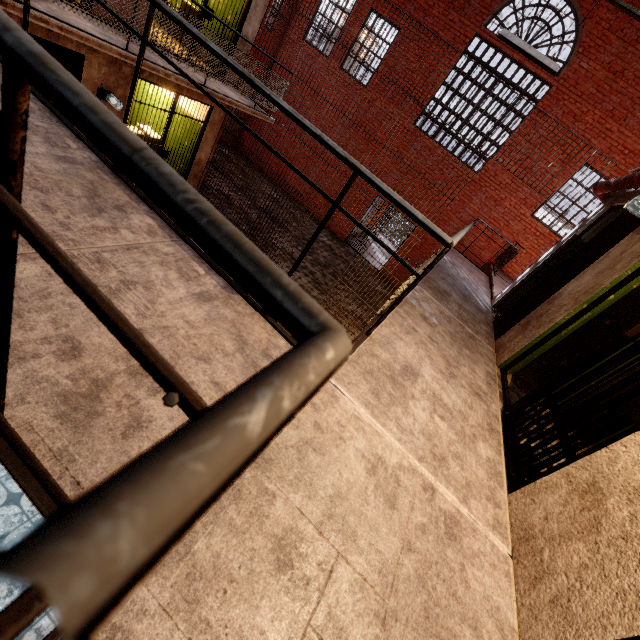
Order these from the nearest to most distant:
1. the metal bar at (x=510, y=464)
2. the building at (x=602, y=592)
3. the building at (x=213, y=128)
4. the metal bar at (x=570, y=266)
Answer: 1. the building at (x=602, y=592)
2. the metal bar at (x=510, y=464)
3. the metal bar at (x=570, y=266)
4. the building at (x=213, y=128)

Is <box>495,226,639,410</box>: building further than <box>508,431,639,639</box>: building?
Yes

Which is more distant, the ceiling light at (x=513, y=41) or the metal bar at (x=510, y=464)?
the ceiling light at (x=513, y=41)

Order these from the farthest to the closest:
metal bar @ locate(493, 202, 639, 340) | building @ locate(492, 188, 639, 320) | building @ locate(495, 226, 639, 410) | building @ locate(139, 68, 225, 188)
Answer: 1. building @ locate(139, 68, 225, 188)
2. building @ locate(492, 188, 639, 320)
3. metal bar @ locate(493, 202, 639, 340)
4. building @ locate(495, 226, 639, 410)

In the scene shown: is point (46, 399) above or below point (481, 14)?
below

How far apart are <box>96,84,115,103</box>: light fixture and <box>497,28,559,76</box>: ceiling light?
6.93m

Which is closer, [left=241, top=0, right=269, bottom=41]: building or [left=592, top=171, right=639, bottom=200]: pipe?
[left=592, top=171, right=639, bottom=200]: pipe

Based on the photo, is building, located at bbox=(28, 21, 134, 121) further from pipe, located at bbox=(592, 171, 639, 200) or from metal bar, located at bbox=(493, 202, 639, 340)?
metal bar, located at bbox=(493, 202, 639, 340)
